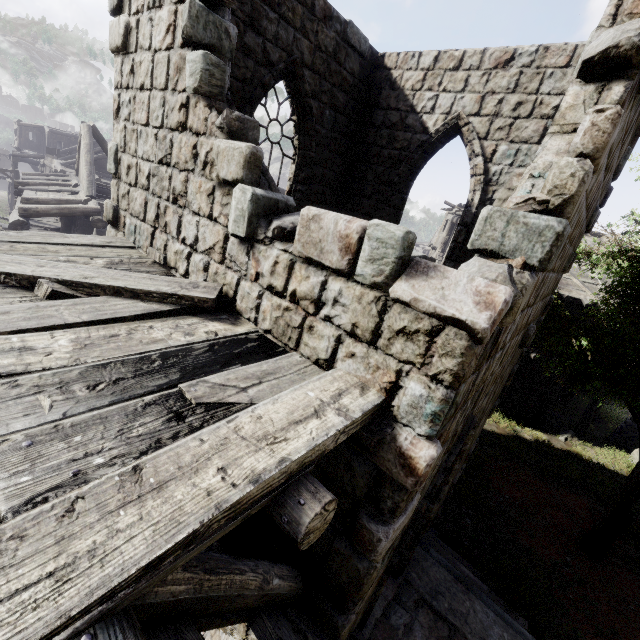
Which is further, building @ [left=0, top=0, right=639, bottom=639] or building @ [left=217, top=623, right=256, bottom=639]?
building @ [left=217, top=623, right=256, bottom=639]

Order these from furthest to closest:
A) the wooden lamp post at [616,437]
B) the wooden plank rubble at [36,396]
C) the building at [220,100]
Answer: the wooden lamp post at [616,437], the building at [220,100], the wooden plank rubble at [36,396]

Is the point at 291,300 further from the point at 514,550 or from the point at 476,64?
the point at 514,550

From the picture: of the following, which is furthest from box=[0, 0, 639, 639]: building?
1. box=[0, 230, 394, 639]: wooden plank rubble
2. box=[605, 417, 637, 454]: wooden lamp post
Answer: box=[605, 417, 637, 454]: wooden lamp post

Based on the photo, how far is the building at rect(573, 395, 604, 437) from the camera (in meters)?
15.36

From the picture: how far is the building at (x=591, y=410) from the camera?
15.4m

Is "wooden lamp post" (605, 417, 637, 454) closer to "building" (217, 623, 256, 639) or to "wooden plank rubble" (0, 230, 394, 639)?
"building" (217, 623, 256, 639)
